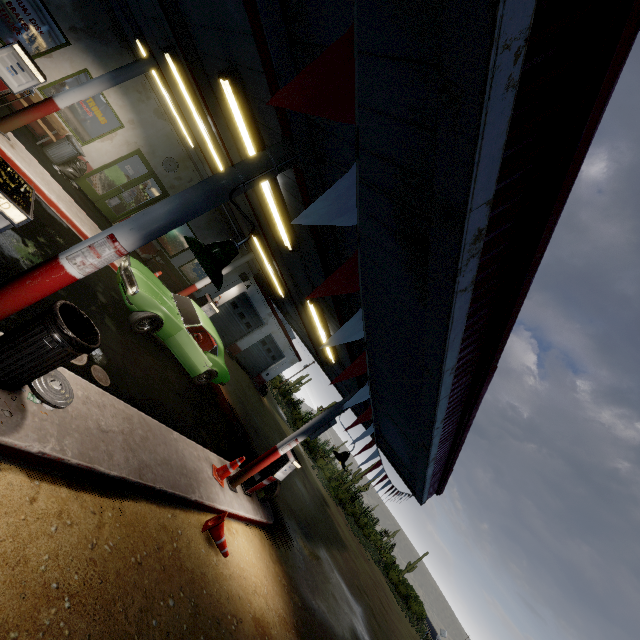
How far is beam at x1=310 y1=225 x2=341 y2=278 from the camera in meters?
4.2 m

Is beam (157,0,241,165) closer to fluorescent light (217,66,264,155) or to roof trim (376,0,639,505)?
roof trim (376,0,639,505)

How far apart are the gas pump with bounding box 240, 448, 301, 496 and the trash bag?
11.22m

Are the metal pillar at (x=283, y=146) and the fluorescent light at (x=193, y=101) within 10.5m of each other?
yes

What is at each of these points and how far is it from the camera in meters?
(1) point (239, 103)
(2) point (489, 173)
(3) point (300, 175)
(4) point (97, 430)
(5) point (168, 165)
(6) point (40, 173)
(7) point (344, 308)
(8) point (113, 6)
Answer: (1) fluorescent light, 4.4 m
(2) roof trim, 1.6 m
(3) beam, 3.7 m
(4) curb, 4.4 m
(5) clock, 12.6 m
(6) curb, 8.1 m
(7) beam, 5.5 m
(8) roof trim, 9.3 m

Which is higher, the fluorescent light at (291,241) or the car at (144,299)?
the fluorescent light at (291,241)

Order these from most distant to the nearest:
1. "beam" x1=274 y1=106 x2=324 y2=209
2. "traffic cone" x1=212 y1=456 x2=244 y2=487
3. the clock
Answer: the clock, "traffic cone" x1=212 y1=456 x2=244 y2=487, "beam" x1=274 y1=106 x2=324 y2=209

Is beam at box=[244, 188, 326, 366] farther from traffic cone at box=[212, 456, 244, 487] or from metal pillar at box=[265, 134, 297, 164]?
traffic cone at box=[212, 456, 244, 487]
